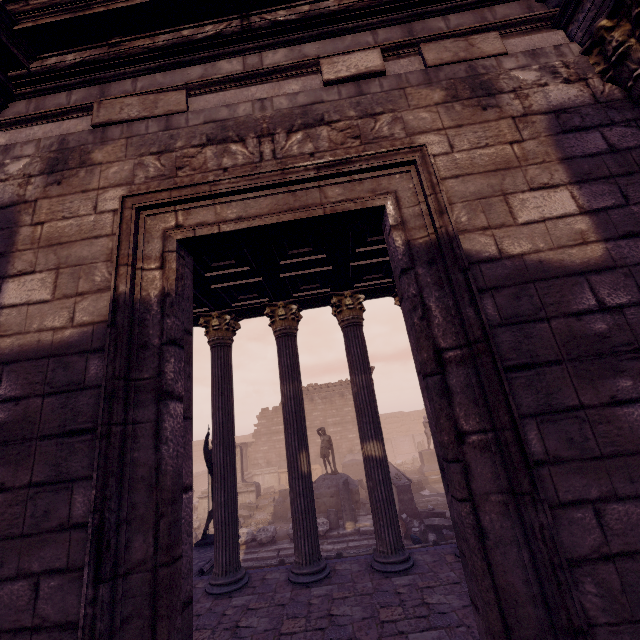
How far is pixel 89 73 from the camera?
3.2 meters

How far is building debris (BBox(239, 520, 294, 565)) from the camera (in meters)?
A: 11.28

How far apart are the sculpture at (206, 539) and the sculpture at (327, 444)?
7.2 meters

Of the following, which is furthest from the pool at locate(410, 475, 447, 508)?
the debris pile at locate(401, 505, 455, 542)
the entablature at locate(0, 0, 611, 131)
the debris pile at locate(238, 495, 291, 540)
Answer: the entablature at locate(0, 0, 611, 131)

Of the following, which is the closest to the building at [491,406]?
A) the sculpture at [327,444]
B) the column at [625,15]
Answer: the column at [625,15]

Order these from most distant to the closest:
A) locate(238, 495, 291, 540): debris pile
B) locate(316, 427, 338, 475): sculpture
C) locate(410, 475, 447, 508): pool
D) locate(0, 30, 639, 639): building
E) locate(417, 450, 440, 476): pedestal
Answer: locate(417, 450, 440, 476): pedestal, locate(316, 427, 338, 475): sculpture, locate(410, 475, 447, 508): pool, locate(238, 495, 291, 540): debris pile, locate(0, 30, 639, 639): building

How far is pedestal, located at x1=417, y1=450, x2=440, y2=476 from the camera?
20.42m

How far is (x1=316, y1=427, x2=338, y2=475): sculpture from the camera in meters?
15.5
